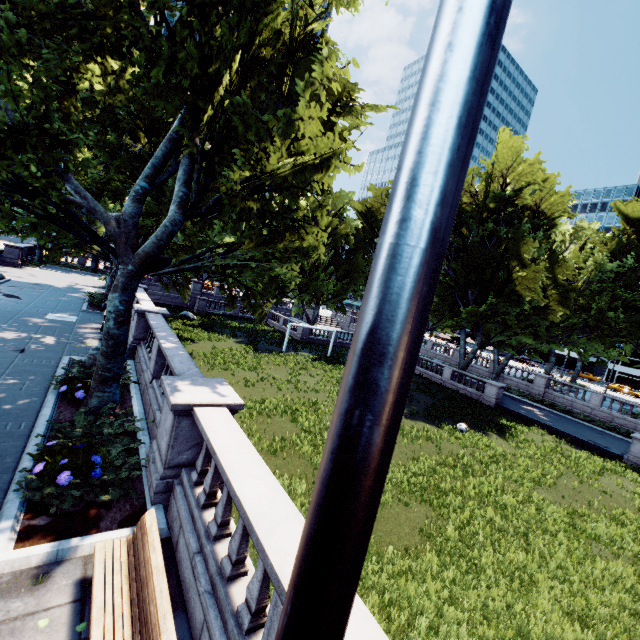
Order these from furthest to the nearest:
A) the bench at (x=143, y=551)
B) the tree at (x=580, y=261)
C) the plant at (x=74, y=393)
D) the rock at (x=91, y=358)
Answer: the tree at (x=580, y=261)
the rock at (x=91, y=358)
the plant at (x=74, y=393)
the bench at (x=143, y=551)

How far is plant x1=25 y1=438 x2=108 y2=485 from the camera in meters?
5.9

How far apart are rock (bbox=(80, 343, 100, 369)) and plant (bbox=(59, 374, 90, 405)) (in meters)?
1.51

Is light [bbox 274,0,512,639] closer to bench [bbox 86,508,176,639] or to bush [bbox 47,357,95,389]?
bench [bbox 86,508,176,639]

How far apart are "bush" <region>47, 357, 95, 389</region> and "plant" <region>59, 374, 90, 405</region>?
0.0m

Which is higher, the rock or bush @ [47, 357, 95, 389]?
the rock

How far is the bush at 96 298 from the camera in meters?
22.8 m

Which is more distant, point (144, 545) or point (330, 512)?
point (144, 545)
